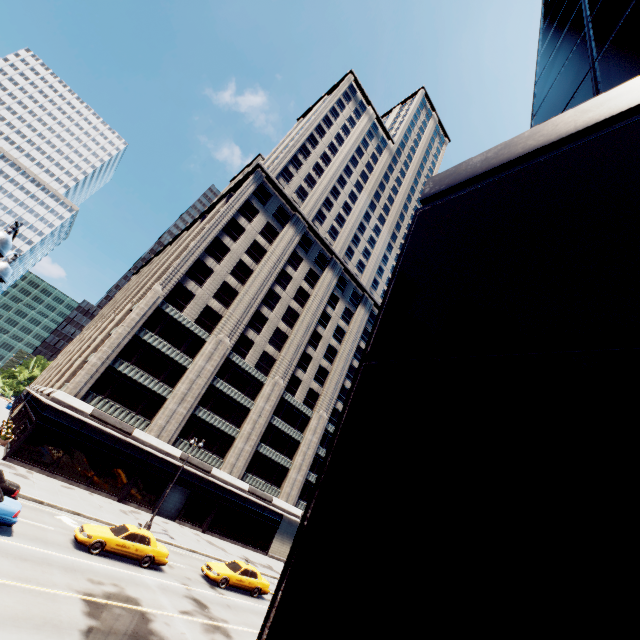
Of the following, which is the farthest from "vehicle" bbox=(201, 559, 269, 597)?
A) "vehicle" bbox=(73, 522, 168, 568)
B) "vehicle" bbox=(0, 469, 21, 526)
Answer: "vehicle" bbox=(0, 469, 21, 526)

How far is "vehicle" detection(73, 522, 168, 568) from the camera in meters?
16.7

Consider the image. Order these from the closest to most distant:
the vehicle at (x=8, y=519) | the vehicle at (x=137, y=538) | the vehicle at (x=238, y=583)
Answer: the vehicle at (x=8, y=519), the vehicle at (x=137, y=538), the vehicle at (x=238, y=583)

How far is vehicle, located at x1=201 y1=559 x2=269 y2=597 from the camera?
20.9m

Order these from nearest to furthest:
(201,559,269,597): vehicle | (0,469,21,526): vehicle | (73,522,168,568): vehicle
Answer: (0,469,21,526): vehicle < (73,522,168,568): vehicle < (201,559,269,597): vehicle

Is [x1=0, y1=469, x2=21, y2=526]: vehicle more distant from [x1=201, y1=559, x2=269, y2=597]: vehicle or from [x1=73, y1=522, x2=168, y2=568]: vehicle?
[x1=201, y1=559, x2=269, y2=597]: vehicle

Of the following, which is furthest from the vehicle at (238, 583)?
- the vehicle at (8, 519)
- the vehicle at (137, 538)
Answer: the vehicle at (8, 519)

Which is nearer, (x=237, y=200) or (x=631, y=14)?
(x=631, y=14)
